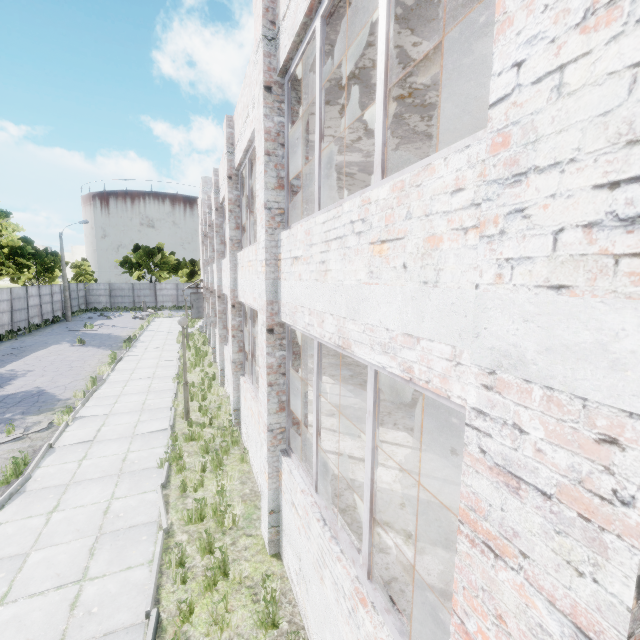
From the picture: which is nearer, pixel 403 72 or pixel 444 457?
pixel 403 72

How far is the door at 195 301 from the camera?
26.8 meters

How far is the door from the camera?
26.8 meters
